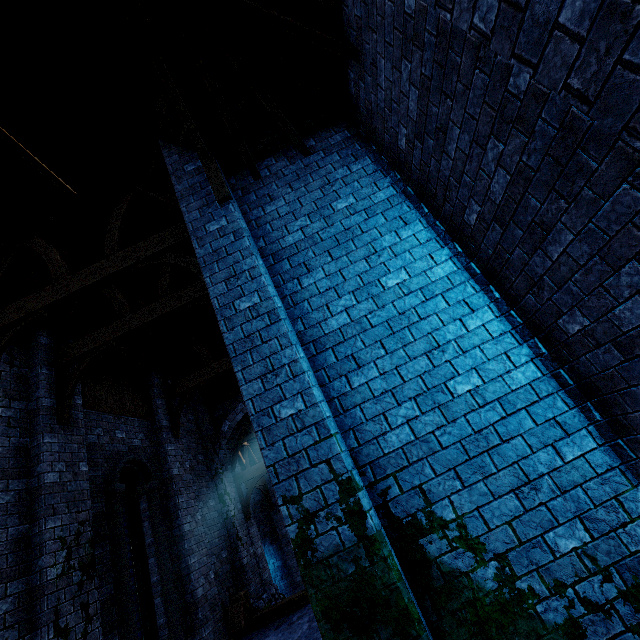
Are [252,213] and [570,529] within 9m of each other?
yes

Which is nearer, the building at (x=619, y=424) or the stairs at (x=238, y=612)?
the building at (x=619, y=424)

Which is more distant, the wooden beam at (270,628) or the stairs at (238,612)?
the stairs at (238,612)

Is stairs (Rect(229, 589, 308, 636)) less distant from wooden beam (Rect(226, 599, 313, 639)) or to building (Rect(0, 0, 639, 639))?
wooden beam (Rect(226, 599, 313, 639))

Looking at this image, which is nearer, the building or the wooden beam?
the building

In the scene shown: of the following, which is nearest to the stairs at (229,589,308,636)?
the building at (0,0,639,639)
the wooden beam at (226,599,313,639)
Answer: the wooden beam at (226,599,313,639)

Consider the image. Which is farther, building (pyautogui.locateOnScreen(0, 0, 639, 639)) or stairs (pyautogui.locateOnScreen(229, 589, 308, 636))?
stairs (pyautogui.locateOnScreen(229, 589, 308, 636))

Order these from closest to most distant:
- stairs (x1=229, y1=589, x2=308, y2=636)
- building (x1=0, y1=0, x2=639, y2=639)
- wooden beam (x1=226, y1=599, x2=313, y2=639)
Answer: building (x1=0, y1=0, x2=639, y2=639)
wooden beam (x1=226, y1=599, x2=313, y2=639)
stairs (x1=229, y1=589, x2=308, y2=636)
